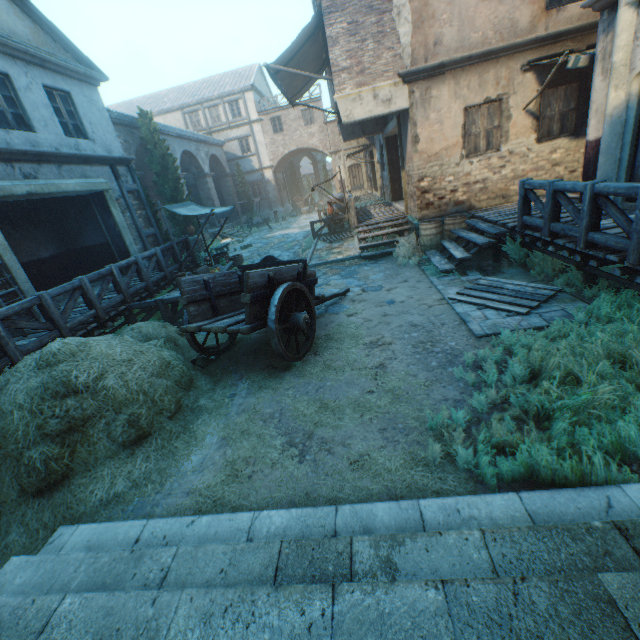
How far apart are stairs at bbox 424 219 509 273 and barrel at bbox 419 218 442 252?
0.0m

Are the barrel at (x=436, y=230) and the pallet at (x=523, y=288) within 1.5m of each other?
no

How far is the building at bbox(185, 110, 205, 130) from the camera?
30.0m

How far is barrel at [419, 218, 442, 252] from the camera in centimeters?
949cm

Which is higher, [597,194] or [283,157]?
[283,157]

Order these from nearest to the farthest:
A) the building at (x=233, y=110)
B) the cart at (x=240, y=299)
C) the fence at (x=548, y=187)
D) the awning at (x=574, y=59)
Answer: the fence at (x=548, y=187), the cart at (x=240, y=299), the awning at (x=574, y=59), the building at (x=233, y=110)

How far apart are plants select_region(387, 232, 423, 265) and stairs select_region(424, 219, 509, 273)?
0.2 meters

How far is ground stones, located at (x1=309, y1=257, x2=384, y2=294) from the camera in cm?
866
